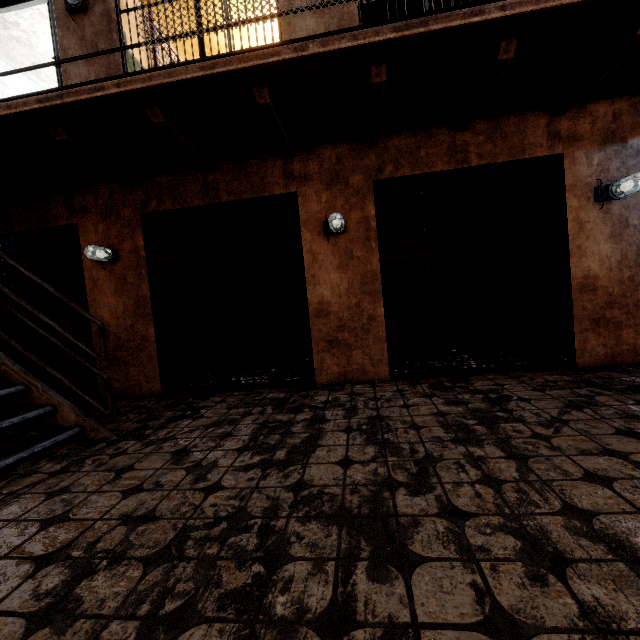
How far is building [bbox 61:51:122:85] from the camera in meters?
4.1

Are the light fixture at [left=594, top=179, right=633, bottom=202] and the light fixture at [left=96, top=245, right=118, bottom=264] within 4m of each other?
no

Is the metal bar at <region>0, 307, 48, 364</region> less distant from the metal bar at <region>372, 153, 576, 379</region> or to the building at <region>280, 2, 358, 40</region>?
the building at <region>280, 2, 358, 40</region>

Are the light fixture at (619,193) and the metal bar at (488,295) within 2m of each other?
yes

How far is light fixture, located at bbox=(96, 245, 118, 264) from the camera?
4.1 meters

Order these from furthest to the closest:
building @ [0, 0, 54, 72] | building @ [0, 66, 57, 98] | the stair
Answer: building @ [0, 66, 57, 98] → building @ [0, 0, 54, 72] → the stair

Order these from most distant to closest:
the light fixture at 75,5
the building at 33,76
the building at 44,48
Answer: the building at 33,76
the building at 44,48
the light fixture at 75,5

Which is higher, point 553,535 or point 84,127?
point 84,127
